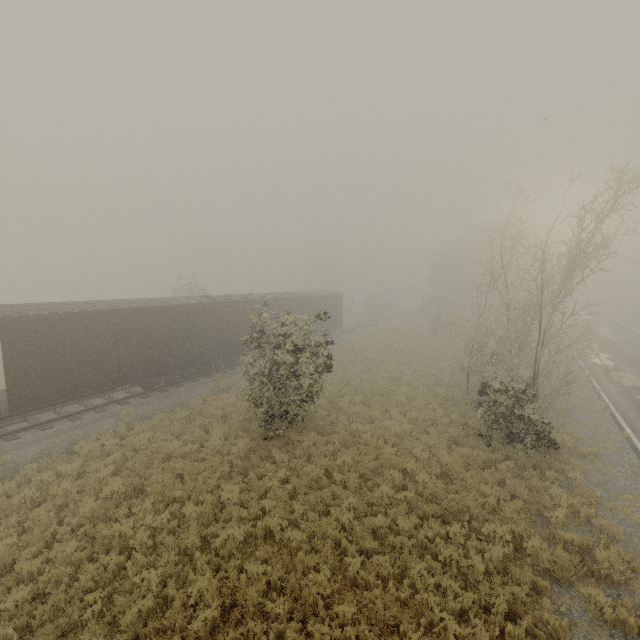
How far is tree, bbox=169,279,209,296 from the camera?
32.5 meters

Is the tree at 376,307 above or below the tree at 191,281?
below

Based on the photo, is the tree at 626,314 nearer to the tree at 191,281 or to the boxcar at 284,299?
the tree at 191,281

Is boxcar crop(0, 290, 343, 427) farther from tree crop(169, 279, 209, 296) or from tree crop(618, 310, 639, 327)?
tree crop(618, 310, 639, 327)

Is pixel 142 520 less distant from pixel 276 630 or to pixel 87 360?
pixel 276 630

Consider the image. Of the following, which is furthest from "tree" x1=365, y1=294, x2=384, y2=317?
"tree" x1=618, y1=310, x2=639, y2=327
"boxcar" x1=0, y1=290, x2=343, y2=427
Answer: "tree" x1=618, y1=310, x2=639, y2=327

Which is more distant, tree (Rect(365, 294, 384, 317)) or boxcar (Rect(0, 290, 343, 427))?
tree (Rect(365, 294, 384, 317))
